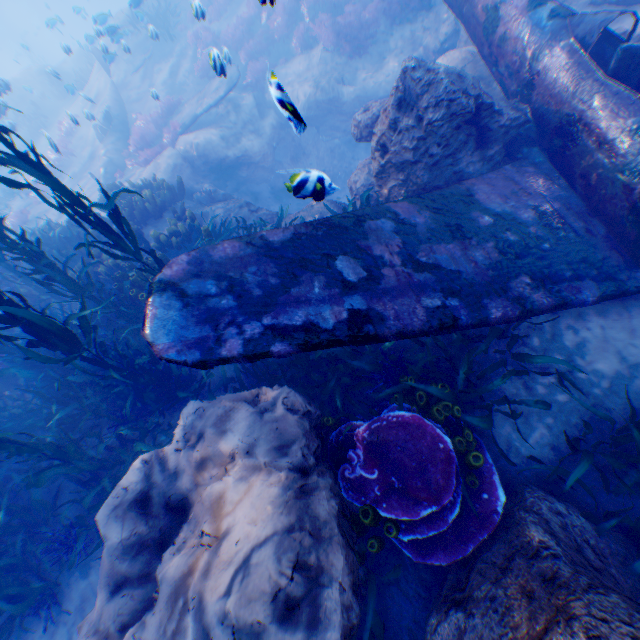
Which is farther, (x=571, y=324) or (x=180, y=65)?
(x=180, y=65)

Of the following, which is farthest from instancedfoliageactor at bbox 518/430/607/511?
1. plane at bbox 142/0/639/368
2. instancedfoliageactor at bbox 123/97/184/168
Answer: instancedfoliageactor at bbox 123/97/184/168

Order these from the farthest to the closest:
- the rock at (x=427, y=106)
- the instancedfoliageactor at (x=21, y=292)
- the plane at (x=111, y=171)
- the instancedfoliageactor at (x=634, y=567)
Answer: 1. the plane at (x=111, y=171)
2. the rock at (x=427, y=106)
3. the instancedfoliageactor at (x=21, y=292)
4. the instancedfoliageactor at (x=634, y=567)

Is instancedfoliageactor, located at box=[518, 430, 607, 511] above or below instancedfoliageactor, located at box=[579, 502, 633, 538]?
above

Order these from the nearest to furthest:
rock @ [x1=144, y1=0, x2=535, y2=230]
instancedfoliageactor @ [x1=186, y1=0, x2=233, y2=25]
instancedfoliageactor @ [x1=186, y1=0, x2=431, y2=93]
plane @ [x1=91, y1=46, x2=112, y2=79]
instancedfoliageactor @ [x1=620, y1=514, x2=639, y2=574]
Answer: instancedfoliageactor @ [x1=620, y1=514, x2=639, y2=574]
rock @ [x1=144, y1=0, x2=535, y2=230]
instancedfoliageactor @ [x1=186, y1=0, x2=233, y2=25]
plane @ [x1=91, y1=46, x2=112, y2=79]
instancedfoliageactor @ [x1=186, y1=0, x2=431, y2=93]

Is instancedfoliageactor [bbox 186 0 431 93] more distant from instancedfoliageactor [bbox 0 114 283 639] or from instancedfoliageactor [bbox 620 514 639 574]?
instancedfoliageactor [bbox 620 514 639 574]

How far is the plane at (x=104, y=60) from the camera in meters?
12.0 m

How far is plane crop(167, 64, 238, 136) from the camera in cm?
1242
